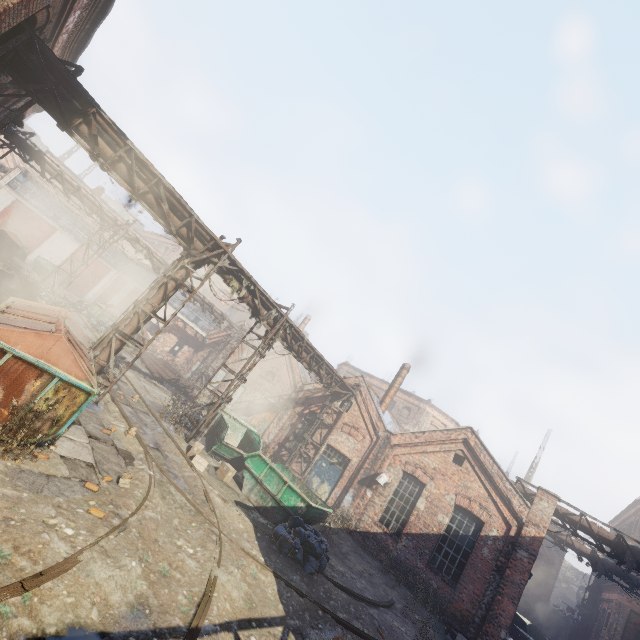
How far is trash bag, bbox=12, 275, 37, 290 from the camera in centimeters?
1809cm

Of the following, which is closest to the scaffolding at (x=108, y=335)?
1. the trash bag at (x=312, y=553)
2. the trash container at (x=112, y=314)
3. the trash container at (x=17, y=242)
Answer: the trash bag at (x=312, y=553)

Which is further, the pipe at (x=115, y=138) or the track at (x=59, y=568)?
the pipe at (x=115, y=138)

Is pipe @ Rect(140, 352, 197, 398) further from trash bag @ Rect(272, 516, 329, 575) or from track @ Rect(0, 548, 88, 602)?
trash bag @ Rect(272, 516, 329, 575)

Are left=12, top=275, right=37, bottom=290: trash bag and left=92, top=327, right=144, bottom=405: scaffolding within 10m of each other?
no

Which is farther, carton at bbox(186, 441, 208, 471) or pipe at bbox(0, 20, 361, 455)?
carton at bbox(186, 441, 208, 471)

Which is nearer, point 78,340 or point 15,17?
point 15,17

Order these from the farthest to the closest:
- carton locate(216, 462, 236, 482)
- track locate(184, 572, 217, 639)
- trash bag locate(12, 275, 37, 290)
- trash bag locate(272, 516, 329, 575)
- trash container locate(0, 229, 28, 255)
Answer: trash container locate(0, 229, 28, 255), trash bag locate(12, 275, 37, 290), carton locate(216, 462, 236, 482), trash bag locate(272, 516, 329, 575), track locate(184, 572, 217, 639)
